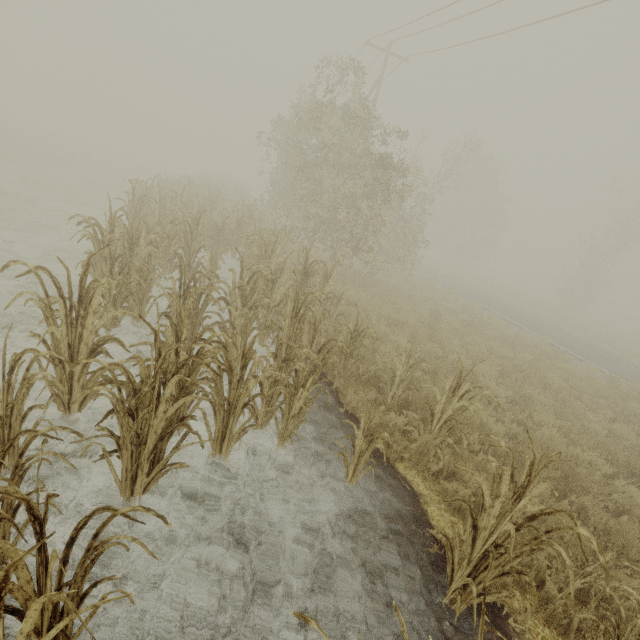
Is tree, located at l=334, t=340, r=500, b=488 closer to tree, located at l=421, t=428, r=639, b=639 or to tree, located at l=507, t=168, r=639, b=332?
tree, located at l=421, t=428, r=639, b=639

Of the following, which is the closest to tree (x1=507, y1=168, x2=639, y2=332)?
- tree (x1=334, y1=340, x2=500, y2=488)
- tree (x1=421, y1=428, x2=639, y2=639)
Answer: tree (x1=334, y1=340, x2=500, y2=488)

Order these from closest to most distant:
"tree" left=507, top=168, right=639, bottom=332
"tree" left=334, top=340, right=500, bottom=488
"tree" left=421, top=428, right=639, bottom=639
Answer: "tree" left=421, top=428, right=639, bottom=639, "tree" left=334, top=340, right=500, bottom=488, "tree" left=507, top=168, right=639, bottom=332

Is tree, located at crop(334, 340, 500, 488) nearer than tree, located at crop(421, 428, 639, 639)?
No

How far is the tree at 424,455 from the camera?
3.7m

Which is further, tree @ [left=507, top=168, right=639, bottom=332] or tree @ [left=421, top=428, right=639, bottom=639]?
tree @ [left=507, top=168, right=639, bottom=332]

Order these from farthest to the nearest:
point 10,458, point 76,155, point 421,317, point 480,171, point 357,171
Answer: point 480,171, point 76,155, point 357,171, point 421,317, point 10,458

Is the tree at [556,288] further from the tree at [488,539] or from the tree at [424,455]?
the tree at [488,539]
